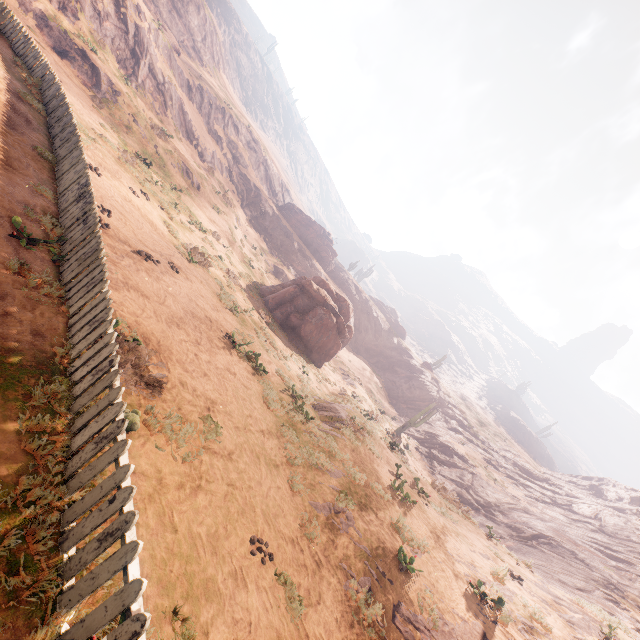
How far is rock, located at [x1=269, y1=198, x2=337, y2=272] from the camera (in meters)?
52.34

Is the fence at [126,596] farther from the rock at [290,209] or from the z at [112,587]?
the rock at [290,209]

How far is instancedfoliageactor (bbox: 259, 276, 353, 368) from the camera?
23.4m

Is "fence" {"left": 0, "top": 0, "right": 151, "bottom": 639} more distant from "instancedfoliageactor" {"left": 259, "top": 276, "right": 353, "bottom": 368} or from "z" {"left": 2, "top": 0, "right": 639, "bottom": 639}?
"instancedfoliageactor" {"left": 259, "top": 276, "right": 353, "bottom": 368}

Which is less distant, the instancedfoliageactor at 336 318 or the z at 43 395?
the z at 43 395

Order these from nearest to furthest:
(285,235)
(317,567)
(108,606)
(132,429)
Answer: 1. (108,606)
2. (132,429)
3. (317,567)
4. (285,235)

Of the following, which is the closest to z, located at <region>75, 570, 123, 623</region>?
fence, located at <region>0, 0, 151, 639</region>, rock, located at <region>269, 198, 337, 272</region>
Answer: fence, located at <region>0, 0, 151, 639</region>
